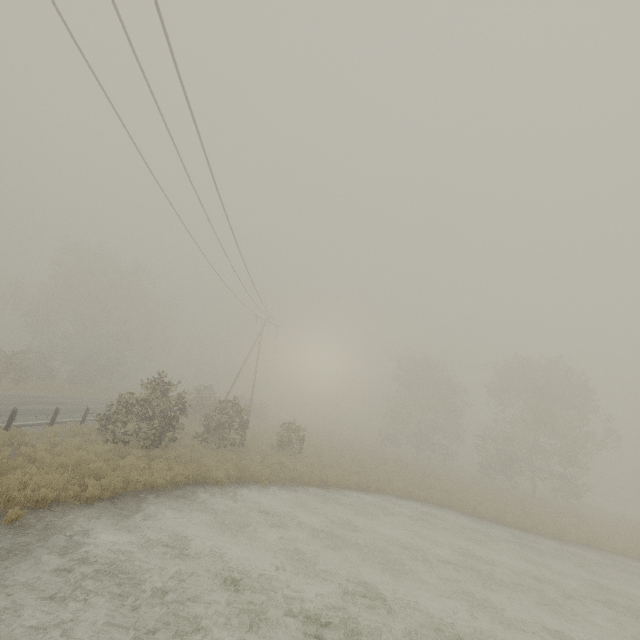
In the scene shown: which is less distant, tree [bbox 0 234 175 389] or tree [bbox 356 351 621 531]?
tree [bbox 356 351 621 531]

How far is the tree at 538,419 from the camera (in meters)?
28.67

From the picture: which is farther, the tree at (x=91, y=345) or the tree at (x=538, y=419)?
the tree at (x=91, y=345)

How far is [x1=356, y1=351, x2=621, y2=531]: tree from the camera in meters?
28.7 m

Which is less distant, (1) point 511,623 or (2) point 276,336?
(1) point 511,623
